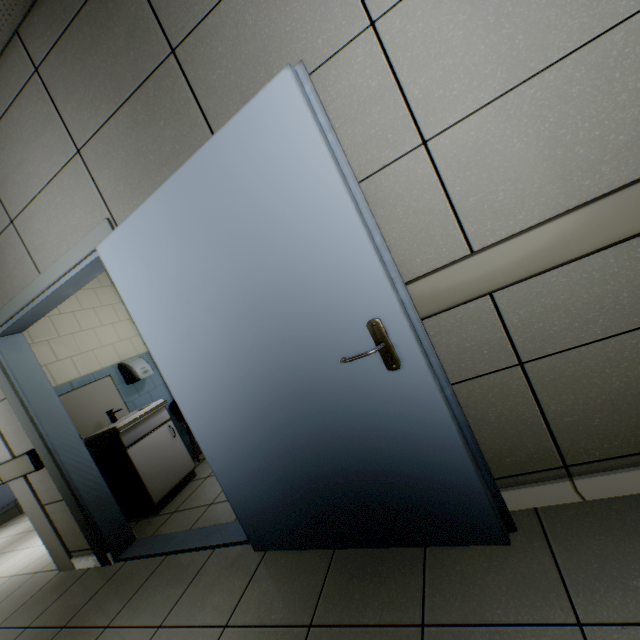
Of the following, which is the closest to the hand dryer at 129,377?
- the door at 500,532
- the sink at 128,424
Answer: the sink at 128,424

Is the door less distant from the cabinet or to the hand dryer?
the cabinet

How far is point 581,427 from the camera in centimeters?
131cm

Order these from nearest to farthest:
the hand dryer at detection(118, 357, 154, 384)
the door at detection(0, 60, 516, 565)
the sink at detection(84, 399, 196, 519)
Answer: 1. the door at detection(0, 60, 516, 565)
2. the sink at detection(84, 399, 196, 519)
3. the hand dryer at detection(118, 357, 154, 384)

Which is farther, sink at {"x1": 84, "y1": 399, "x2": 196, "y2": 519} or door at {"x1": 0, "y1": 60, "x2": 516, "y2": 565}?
sink at {"x1": 84, "y1": 399, "x2": 196, "y2": 519}

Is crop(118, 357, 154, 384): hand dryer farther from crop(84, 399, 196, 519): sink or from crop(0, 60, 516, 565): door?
crop(0, 60, 516, 565): door

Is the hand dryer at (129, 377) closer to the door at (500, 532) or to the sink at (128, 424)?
the sink at (128, 424)
